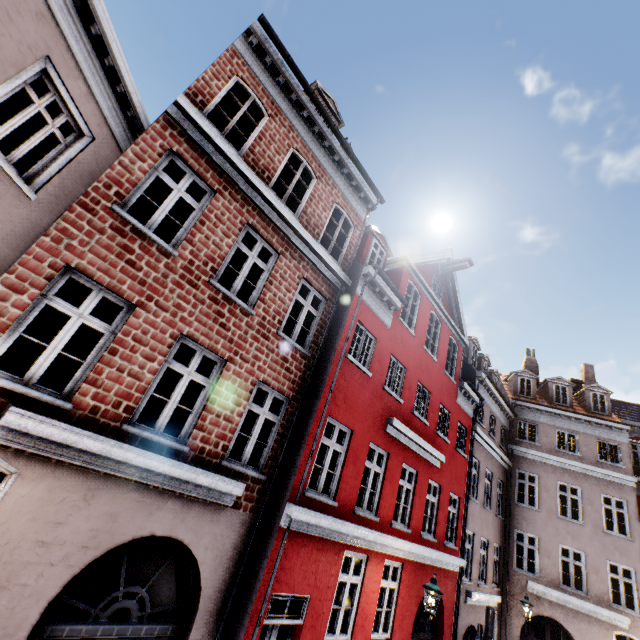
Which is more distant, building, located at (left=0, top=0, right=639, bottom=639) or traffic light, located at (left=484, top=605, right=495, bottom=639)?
traffic light, located at (left=484, top=605, right=495, bottom=639)

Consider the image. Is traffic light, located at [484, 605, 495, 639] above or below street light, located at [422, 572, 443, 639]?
below

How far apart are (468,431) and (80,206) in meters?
15.8 m

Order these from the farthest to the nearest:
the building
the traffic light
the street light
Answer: the traffic light
the street light
the building

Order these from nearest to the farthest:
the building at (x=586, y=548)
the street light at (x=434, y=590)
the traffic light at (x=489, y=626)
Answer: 1. the building at (x=586, y=548)
2. the street light at (x=434, y=590)
3. the traffic light at (x=489, y=626)

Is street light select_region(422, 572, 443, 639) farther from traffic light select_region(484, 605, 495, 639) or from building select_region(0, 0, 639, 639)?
traffic light select_region(484, 605, 495, 639)

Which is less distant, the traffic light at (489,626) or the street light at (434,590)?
the street light at (434,590)
